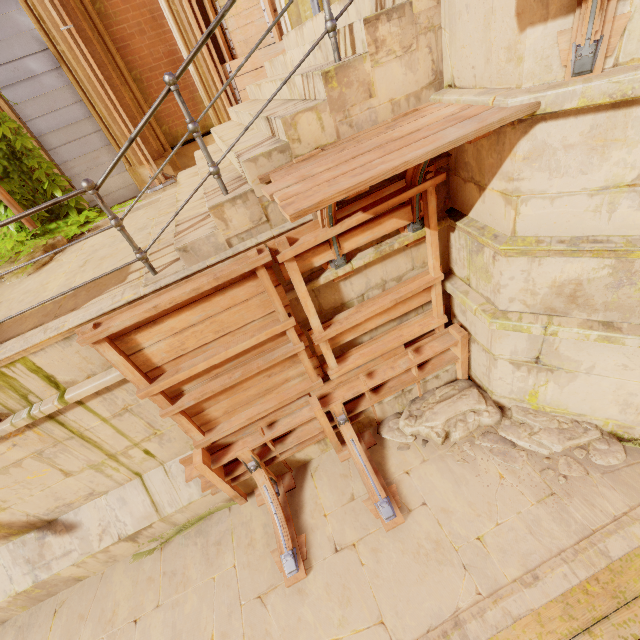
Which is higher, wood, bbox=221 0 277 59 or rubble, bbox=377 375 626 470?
wood, bbox=221 0 277 59

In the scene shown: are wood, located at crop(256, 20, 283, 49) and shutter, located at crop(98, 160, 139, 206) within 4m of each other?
yes

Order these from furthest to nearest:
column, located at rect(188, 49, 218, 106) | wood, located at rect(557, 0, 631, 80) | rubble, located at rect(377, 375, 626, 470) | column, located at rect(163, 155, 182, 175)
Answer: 1. column, located at rect(163, 155, 182, 175)
2. column, located at rect(188, 49, 218, 106)
3. rubble, located at rect(377, 375, 626, 470)
4. wood, located at rect(557, 0, 631, 80)

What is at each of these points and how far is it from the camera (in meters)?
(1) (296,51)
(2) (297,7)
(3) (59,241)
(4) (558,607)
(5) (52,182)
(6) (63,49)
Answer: (1) stairs, 4.28
(2) column, 5.89
(3) rubble, 6.00
(4) trim, 3.23
(5) plant, 6.57
(6) column, 5.88

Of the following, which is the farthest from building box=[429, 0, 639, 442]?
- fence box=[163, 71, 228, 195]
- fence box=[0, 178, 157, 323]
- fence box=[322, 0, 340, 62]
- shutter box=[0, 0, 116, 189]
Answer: shutter box=[0, 0, 116, 189]

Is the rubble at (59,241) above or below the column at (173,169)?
below

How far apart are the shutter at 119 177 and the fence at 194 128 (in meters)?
5.70

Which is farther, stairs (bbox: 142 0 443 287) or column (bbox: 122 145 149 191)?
column (bbox: 122 145 149 191)
